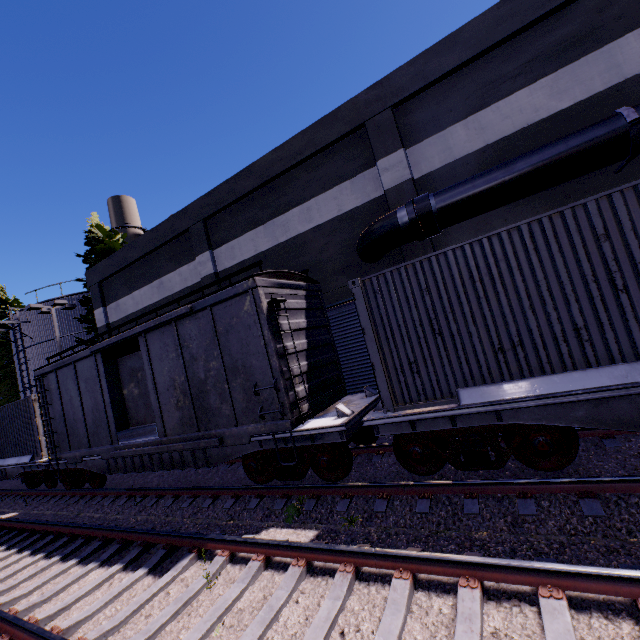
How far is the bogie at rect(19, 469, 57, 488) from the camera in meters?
13.0

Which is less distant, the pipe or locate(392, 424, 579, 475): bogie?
locate(392, 424, 579, 475): bogie

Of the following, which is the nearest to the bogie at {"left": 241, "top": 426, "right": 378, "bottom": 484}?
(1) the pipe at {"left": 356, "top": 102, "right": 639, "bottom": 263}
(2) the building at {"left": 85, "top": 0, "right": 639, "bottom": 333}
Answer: (1) the pipe at {"left": 356, "top": 102, "right": 639, "bottom": 263}

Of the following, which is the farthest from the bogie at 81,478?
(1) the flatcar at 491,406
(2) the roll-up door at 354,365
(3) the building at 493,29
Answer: (1) the flatcar at 491,406

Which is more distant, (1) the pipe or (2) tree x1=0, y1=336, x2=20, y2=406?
(2) tree x1=0, y1=336, x2=20, y2=406

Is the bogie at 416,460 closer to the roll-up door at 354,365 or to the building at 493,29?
the roll-up door at 354,365

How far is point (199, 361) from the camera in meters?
8.0

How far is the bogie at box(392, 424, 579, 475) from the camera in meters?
5.0
